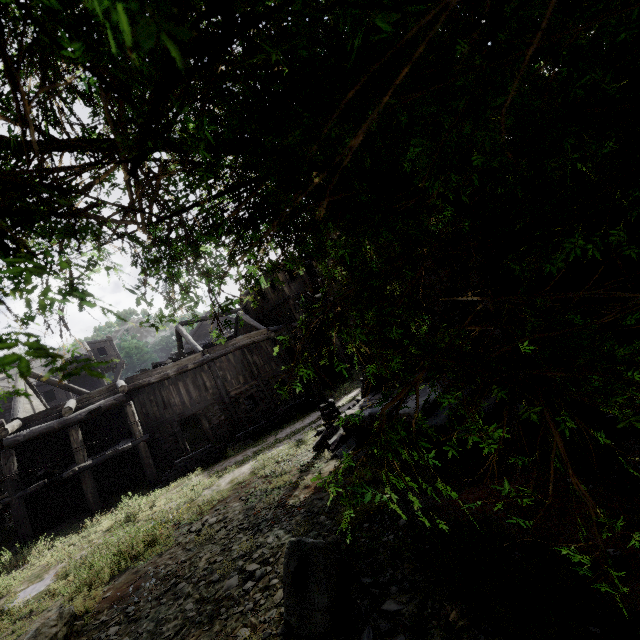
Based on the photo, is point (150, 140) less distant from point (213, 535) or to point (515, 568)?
point (515, 568)

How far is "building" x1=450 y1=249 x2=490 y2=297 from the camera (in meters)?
8.25

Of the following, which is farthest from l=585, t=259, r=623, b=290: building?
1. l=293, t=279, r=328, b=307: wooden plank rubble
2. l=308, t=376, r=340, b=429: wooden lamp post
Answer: l=308, t=376, r=340, b=429: wooden lamp post

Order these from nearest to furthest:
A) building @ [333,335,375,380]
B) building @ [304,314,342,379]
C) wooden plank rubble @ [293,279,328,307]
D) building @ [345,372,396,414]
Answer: building @ [345,372,396,414]
building @ [333,335,375,380]
wooden plank rubble @ [293,279,328,307]
building @ [304,314,342,379]

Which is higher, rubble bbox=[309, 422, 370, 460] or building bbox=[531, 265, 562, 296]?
building bbox=[531, 265, 562, 296]

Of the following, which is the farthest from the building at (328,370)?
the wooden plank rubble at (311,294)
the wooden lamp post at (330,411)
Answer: the wooden lamp post at (330,411)

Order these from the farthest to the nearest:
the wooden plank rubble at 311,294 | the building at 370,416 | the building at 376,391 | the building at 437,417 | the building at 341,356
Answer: the wooden plank rubble at 311,294 < the building at 341,356 < the building at 376,391 < the building at 370,416 < the building at 437,417
